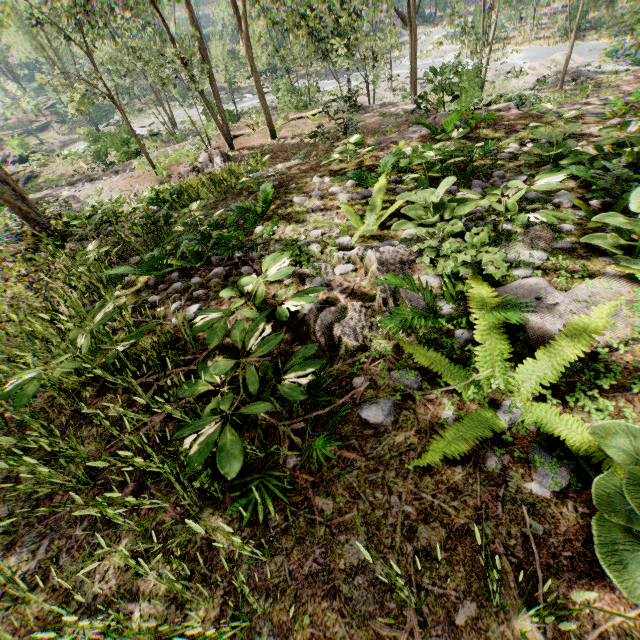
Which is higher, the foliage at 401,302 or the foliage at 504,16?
the foliage at 401,302

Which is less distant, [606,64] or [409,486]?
[409,486]

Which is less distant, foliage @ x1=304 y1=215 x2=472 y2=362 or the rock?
foliage @ x1=304 y1=215 x2=472 y2=362

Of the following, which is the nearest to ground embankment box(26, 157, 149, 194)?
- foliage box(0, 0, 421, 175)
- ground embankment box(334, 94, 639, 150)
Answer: foliage box(0, 0, 421, 175)

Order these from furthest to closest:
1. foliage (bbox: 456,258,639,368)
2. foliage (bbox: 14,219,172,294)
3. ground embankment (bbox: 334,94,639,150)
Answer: ground embankment (bbox: 334,94,639,150), foliage (bbox: 14,219,172,294), foliage (bbox: 456,258,639,368)

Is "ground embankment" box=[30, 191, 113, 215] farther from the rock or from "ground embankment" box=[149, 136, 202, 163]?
the rock

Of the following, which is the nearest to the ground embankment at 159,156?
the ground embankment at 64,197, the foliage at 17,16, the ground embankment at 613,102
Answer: the foliage at 17,16

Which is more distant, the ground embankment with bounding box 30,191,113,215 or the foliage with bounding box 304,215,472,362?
the ground embankment with bounding box 30,191,113,215
